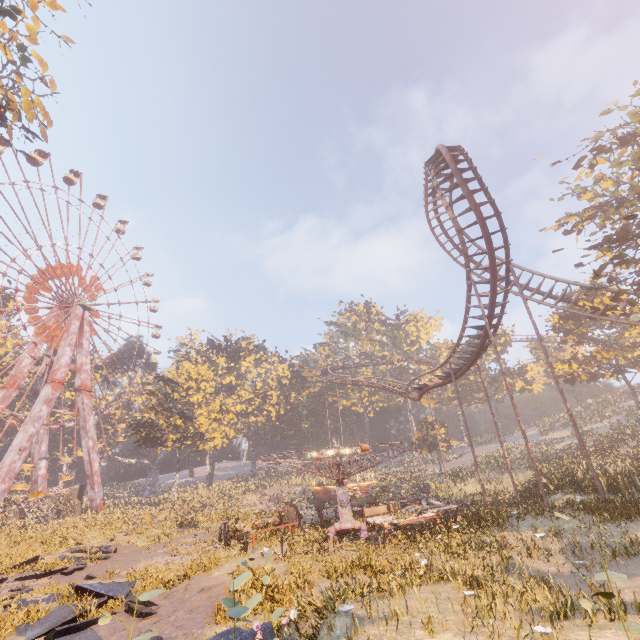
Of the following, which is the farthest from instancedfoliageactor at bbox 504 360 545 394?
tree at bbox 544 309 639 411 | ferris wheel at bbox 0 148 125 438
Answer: tree at bbox 544 309 639 411

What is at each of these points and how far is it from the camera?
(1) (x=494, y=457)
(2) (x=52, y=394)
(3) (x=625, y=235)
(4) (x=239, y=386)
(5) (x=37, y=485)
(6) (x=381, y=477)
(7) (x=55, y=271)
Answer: (1) instancedfoliageactor, 42.9m
(2) metal support, 37.5m
(3) tree, 17.3m
(4) instancedfoliageactor, 59.1m
(5) metal support, 41.6m
(6) instancedfoliageactor, 45.9m
(7) ferris wheel, 43.1m

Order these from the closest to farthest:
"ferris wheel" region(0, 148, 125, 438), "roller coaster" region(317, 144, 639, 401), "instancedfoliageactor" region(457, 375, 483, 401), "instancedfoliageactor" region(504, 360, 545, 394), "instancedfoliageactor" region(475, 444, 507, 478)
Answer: "roller coaster" region(317, 144, 639, 401)
"instancedfoliageactor" region(475, 444, 507, 478)
"ferris wheel" region(0, 148, 125, 438)
"instancedfoliageactor" region(504, 360, 545, 394)
"instancedfoliageactor" region(457, 375, 483, 401)

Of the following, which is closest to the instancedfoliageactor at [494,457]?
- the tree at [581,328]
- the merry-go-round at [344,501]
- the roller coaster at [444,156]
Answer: the roller coaster at [444,156]

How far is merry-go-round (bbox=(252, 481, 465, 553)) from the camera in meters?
14.5 m

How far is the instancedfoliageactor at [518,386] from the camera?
53.0m

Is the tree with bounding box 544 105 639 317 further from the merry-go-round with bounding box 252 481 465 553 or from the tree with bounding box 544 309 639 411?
the merry-go-round with bounding box 252 481 465 553

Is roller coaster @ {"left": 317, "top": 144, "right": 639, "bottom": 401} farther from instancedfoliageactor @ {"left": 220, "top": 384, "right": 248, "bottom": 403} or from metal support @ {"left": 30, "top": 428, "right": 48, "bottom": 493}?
metal support @ {"left": 30, "top": 428, "right": 48, "bottom": 493}
